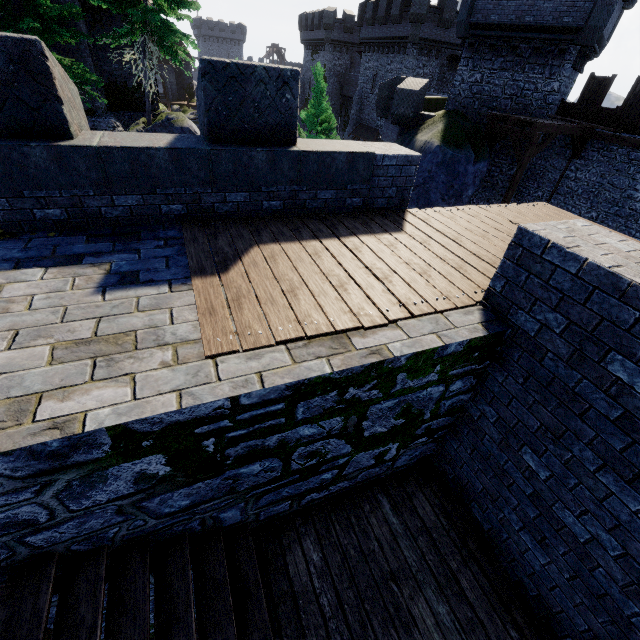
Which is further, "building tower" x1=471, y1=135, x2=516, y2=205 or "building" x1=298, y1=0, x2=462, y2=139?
"building" x1=298, y1=0, x2=462, y2=139

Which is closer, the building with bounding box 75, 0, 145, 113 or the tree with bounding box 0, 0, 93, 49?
the tree with bounding box 0, 0, 93, 49

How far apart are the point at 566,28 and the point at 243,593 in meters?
21.3

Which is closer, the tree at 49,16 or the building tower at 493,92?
the building tower at 493,92

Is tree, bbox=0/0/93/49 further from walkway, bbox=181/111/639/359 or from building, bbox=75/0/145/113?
walkway, bbox=181/111/639/359

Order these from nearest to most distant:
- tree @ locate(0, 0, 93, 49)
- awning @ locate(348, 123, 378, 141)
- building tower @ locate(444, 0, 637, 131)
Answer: building tower @ locate(444, 0, 637, 131)
tree @ locate(0, 0, 93, 49)
awning @ locate(348, 123, 378, 141)

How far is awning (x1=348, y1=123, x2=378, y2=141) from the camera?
36.03m

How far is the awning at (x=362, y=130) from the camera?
36.0 meters
